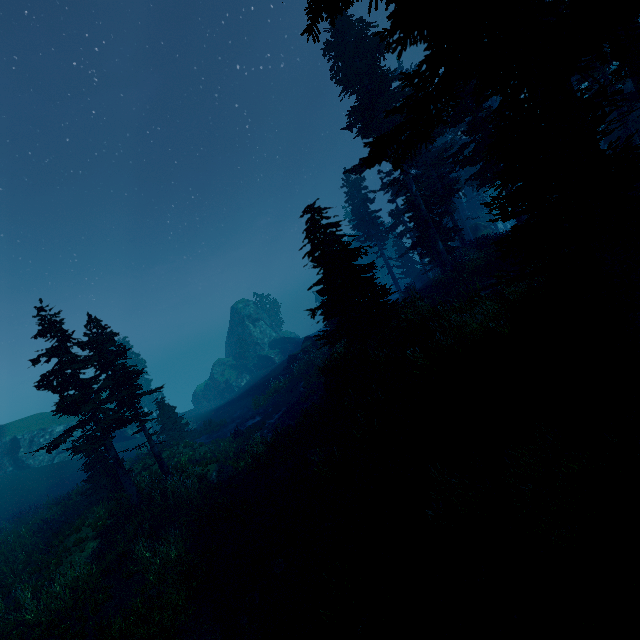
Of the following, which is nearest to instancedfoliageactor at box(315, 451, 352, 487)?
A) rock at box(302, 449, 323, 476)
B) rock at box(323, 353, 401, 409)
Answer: rock at box(323, 353, 401, 409)

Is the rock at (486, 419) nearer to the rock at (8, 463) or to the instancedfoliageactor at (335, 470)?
the instancedfoliageactor at (335, 470)

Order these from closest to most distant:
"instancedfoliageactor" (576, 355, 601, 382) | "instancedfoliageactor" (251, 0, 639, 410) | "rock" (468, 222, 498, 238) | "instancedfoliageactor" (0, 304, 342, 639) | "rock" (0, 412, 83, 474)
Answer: "instancedfoliageactor" (251, 0, 639, 410)
"instancedfoliageactor" (576, 355, 601, 382)
"instancedfoliageactor" (0, 304, 342, 639)
"rock" (0, 412, 83, 474)
"rock" (468, 222, 498, 238)

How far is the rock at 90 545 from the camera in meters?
13.9

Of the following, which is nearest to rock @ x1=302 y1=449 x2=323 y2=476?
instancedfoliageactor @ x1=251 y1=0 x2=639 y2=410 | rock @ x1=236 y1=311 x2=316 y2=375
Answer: instancedfoliageactor @ x1=251 y1=0 x2=639 y2=410

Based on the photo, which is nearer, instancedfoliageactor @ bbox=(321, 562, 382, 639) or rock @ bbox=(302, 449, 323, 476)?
instancedfoliageactor @ bbox=(321, 562, 382, 639)

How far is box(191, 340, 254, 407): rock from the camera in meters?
52.9 m

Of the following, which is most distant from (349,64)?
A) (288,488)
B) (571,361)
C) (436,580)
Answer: (436,580)
